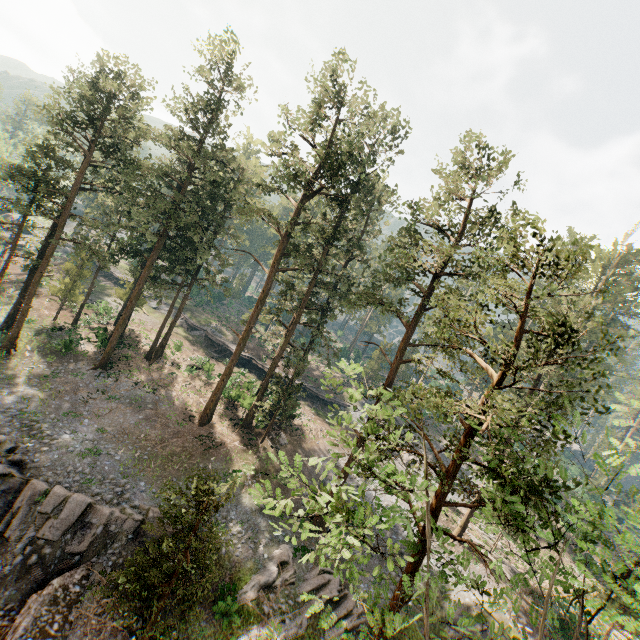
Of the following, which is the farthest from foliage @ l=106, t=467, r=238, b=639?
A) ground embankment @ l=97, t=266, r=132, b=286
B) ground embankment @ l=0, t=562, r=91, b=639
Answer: ground embankment @ l=97, t=266, r=132, b=286

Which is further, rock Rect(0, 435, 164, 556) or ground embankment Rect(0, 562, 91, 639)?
rock Rect(0, 435, 164, 556)

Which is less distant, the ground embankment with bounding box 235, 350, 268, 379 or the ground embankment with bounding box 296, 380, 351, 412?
the ground embankment with bounding box 235, 350, 268, 379

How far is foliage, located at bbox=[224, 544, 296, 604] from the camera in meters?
19.1 m

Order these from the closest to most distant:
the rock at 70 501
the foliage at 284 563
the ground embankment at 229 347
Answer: the rock at 70 501
the foliage at 284 563
the ground embankment at 229 347

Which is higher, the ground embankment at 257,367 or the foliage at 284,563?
the ground embankment at 257,367

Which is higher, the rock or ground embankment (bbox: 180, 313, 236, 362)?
ground embankment (bbox: 180, 313, 236, 362)

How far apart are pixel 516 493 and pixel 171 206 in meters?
30.0
